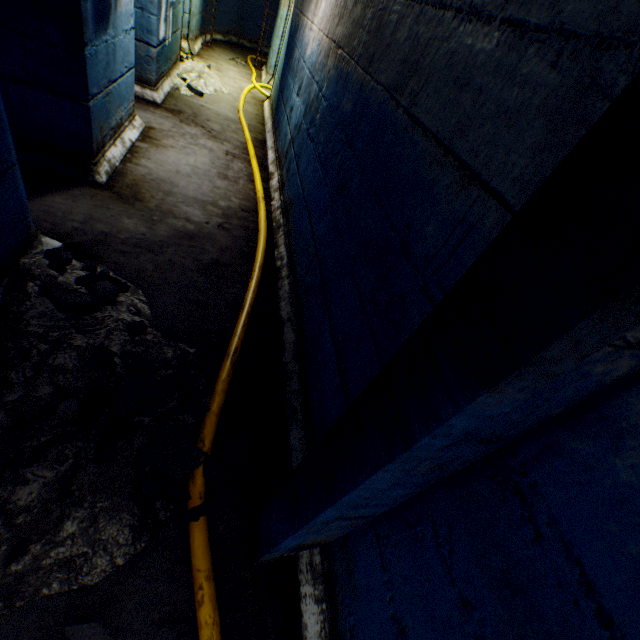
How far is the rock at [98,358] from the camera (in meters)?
1.48

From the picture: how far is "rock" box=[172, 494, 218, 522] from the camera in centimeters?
138cm

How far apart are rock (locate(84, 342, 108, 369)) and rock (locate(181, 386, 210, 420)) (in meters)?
0.13

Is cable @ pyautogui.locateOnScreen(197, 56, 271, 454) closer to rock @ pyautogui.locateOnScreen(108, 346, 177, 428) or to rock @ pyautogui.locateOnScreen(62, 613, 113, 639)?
rock @ pyautogui.locateOnScreen(108, 346, 177, 428)

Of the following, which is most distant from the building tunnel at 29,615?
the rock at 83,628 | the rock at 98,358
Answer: the rock at 98,358

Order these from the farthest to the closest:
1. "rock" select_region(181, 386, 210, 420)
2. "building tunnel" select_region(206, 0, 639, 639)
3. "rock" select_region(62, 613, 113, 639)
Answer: "rock" select_region(181, 386, 210, 420) → "rock" select_region(62, 613, 113, 639) → "building tunnel" select_region(206, 0, 639, 639)

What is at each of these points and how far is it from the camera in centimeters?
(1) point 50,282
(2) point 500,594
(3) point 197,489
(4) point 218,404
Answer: (1) rock, 176cm
(2) building tunnel, 69cm
(3) cable, 148cm
(4) cable, 180cm

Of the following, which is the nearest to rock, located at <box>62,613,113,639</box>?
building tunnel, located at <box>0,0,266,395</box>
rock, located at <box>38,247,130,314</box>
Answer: building tunnel, located at <box>0,0,266,395</box>
